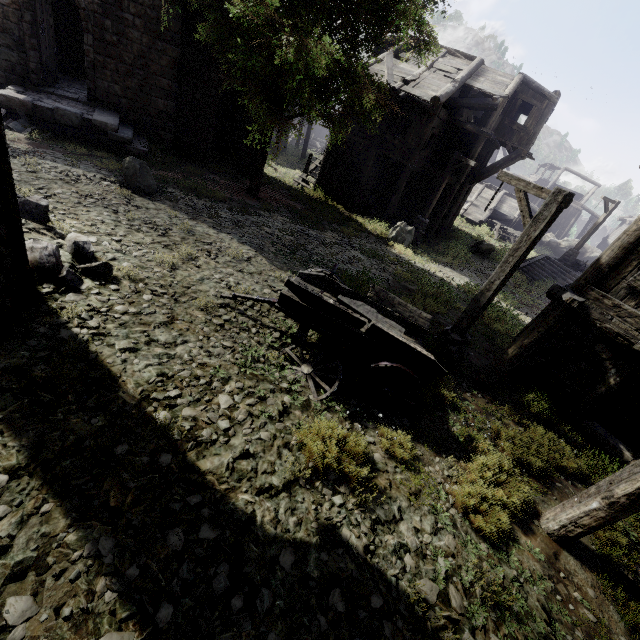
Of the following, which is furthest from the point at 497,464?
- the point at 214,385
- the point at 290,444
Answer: the point at 214,385

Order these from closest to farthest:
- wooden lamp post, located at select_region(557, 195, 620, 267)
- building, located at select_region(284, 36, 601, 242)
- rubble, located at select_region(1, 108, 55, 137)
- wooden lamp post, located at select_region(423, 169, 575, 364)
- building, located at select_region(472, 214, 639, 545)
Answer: building, located at select_region(472, 214, 639, 545) < wooden lamp post, located at select_region(423, 169, 575, 364) < rubble, located at select_region(1, 108, 55, 137) < building, located at select_region(284, 36, 601, 242) < wooden lamp post, located at select_region(557, 195, 620, 267)

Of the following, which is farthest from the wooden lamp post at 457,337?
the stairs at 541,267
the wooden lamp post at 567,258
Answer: the wooden lamp post at 567,258

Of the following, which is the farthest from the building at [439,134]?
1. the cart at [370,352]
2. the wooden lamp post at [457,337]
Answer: the cart at [370,352]

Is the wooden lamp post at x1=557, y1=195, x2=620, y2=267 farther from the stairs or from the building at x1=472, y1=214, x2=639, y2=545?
the building at x1=472, y1=214, x2=639, y2=545

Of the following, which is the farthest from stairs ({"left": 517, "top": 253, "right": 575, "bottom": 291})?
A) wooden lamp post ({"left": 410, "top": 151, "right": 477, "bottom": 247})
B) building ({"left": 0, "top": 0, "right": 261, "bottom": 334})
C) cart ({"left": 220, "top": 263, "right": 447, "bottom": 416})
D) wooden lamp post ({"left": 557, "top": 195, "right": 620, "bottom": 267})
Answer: cart ({"left": 220, "top": 263, "right": 447, "bottom": 416})

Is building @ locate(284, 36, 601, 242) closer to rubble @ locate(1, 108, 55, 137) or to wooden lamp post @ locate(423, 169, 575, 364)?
rubble @ locate(1, 108, 55, 137)

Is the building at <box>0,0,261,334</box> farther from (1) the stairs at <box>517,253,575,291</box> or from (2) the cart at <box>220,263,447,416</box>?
(1) the stairs at <box>517,253,575,291</box>
